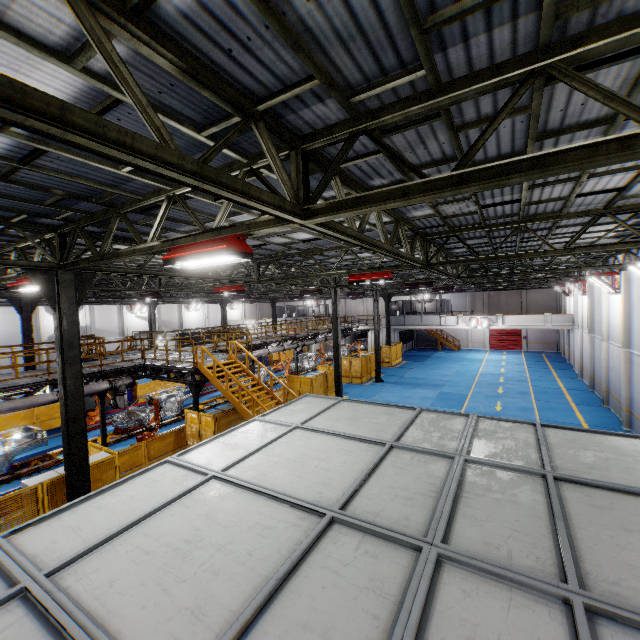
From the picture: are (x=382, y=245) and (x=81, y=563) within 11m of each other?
yes

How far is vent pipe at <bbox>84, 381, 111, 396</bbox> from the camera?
14.2m

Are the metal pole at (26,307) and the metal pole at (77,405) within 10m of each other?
no

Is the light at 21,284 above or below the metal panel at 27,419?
above

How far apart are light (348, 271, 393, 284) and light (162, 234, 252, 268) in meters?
7.0

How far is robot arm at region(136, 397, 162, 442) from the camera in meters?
15.9 m

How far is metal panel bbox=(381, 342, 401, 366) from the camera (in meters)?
34.75

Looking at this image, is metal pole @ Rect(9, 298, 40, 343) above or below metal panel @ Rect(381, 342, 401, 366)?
above
